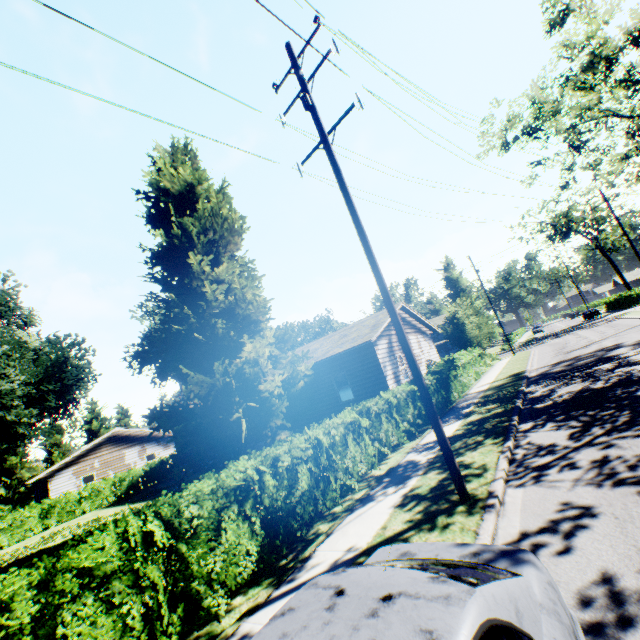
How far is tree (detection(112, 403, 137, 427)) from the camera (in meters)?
55.28

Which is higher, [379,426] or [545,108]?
[545,108]

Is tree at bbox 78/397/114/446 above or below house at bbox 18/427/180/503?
above

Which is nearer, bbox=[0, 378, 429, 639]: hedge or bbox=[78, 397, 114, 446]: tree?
bbox=[0, 378, 429, 639]: hedge

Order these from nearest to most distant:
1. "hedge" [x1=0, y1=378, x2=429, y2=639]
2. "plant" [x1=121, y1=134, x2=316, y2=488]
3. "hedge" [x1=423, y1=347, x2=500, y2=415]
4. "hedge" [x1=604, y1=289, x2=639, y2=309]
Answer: "hedge" [x1=0, y1=378, x2=429, y2=639]
"plant" [x1=121, y1=134, x2=316, y2=488]
"hedge" [x1=423, y1=347, x2=500, y2=415]
"hedge" [x1=604, y1=289, x2=639, y2=309]

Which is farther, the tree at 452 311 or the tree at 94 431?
the tree at 94 431

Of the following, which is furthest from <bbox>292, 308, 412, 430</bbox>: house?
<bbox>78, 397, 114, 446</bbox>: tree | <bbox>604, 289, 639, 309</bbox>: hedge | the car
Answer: <bbox>604, 289, 639, 309</bbox>: hedge

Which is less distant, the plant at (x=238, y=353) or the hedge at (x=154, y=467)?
the plant at (x=238, y=353)
